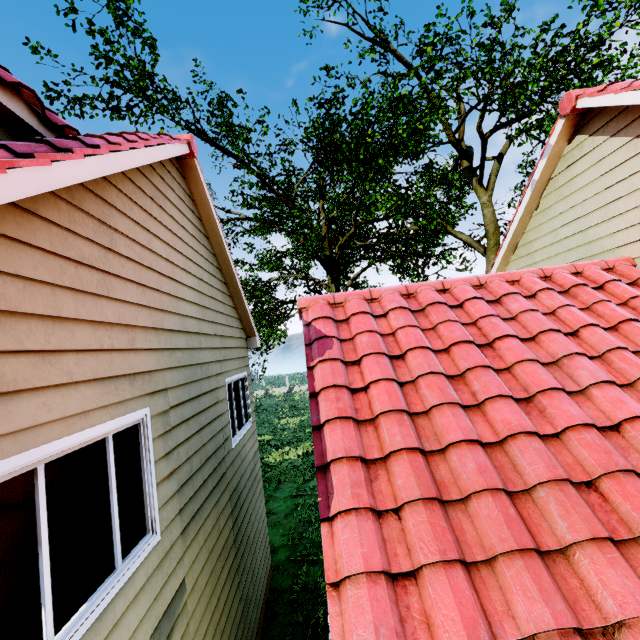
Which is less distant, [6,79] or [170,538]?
[6,79]
